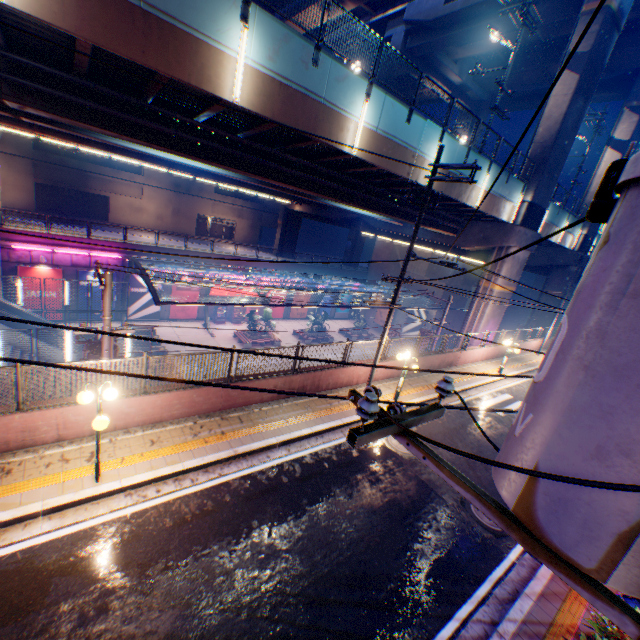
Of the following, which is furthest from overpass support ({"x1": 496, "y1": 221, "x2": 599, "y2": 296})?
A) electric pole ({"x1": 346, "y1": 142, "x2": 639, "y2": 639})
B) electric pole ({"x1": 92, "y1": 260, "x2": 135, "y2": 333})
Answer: electric pole ({"x1": 92, "y1": 260, "x2": 135, "y2": 333})

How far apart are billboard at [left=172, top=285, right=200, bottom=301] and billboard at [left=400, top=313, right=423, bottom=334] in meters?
24.0

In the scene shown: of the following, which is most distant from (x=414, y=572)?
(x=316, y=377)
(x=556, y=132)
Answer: (x=556, y=132)

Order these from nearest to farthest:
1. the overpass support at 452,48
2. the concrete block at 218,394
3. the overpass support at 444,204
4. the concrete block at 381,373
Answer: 1. the concrete block at 218,394
2. the concrete block at 381,373
3. the overpass support at 444,204
4. the overpass support at 452,48

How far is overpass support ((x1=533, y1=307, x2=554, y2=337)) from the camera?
32.62m

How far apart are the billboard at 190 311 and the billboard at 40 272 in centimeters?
807cm

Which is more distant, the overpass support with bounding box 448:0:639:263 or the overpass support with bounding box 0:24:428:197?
the overpass support with bounding box 448:0:639:263
